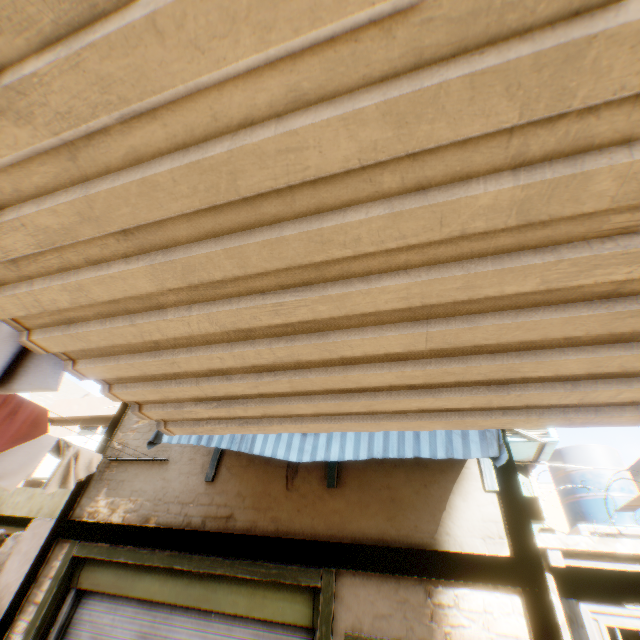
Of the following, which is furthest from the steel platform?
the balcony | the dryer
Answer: the balcony

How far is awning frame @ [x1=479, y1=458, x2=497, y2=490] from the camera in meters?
3.9

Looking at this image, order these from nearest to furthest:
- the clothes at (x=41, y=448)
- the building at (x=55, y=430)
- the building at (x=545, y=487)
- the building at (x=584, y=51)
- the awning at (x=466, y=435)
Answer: the building at (x=584, y=51), the awning at (x=466, y=435), the clothes at (x=41, y=448), the building at (x=55, y=430), the building at (x=545, y=487)

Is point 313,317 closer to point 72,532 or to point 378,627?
point 378,627

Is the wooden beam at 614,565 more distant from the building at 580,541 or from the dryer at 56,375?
the dryer at 56,375

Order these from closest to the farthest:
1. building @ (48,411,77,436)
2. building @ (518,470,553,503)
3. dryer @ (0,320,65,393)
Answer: dryer @ (0,320,65,393)
building @ (48,411,77,436)
building @ (518,470,553,503)

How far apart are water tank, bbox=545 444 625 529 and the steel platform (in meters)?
0.02

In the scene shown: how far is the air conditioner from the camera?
4.41m
